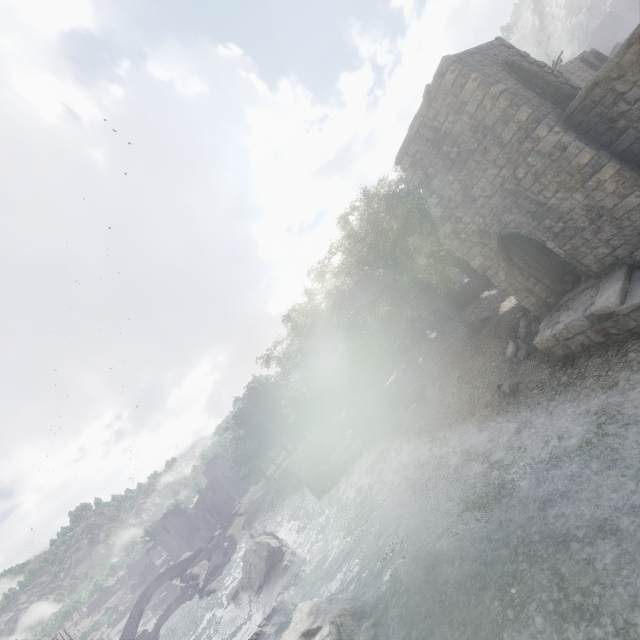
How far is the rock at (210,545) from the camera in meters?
52.0 m

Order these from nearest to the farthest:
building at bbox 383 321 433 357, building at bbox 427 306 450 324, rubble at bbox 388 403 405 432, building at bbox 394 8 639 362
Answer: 1. building at bbox 394 8 639 362
2. rubble at bbox 388 403 405 432
3. building at bbox 427 306 450 324
4. building at bbox 383 321 433 357

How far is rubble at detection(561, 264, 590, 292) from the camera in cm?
1338

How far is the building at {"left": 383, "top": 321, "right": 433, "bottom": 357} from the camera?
39.1 meters

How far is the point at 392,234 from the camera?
19.7 meters

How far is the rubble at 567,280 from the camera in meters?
13.4 m

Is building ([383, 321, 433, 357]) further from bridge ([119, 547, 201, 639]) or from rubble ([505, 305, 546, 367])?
bridge ([119, 547, 201, 639])
